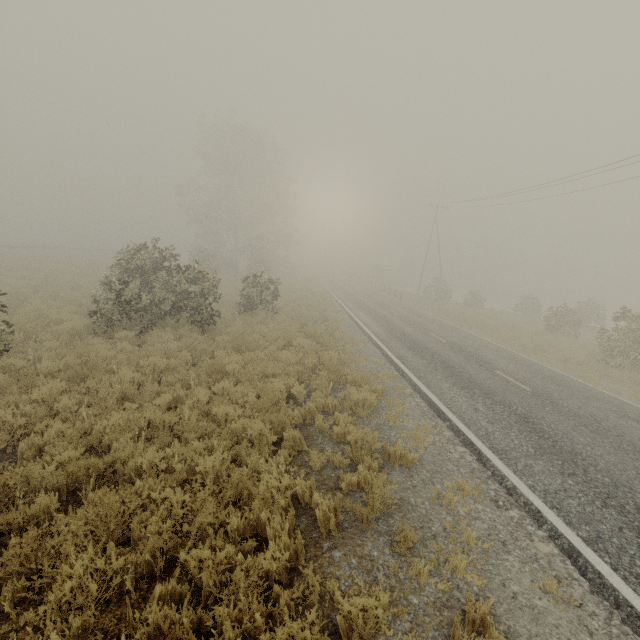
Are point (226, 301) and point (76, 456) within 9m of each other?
no
